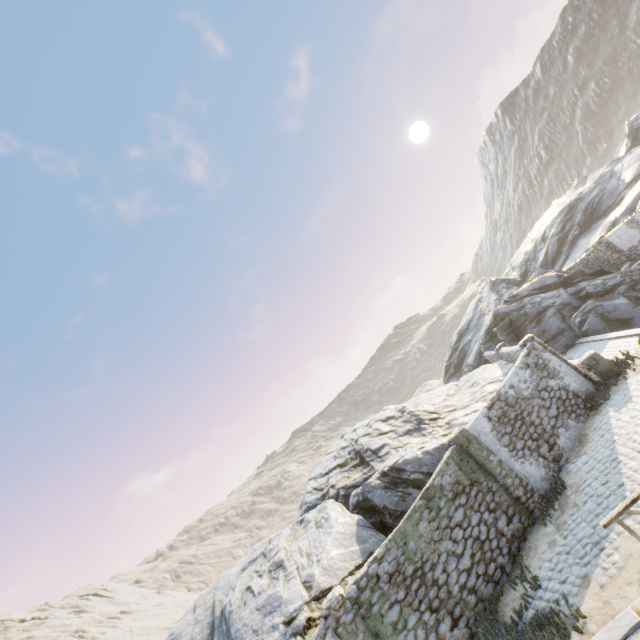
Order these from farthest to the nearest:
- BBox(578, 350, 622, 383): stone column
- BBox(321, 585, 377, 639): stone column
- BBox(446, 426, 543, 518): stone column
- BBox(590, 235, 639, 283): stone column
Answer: BBox(590, 235, 639, 283): stone column → BBox(578, 350, 622, 383): stone column → BBox(446, 426, 543, 518): stone column → BBox(321, 585, 377, 639): stone column

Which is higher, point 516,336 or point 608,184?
point 608,184

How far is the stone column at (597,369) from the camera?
12.5m

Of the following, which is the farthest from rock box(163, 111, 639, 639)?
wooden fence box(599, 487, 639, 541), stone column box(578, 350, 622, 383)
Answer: wooden fence box(599, 487, 639, 541)

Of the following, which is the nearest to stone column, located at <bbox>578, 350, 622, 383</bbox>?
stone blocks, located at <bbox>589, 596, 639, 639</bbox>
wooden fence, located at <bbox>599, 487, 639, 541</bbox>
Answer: stone blocks, located at <bbox>589, 596, 639, 639</bbox>

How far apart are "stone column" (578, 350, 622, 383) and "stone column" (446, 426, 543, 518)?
5.1 meters

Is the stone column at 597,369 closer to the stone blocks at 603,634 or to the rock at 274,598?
the stone blocks at 603,634

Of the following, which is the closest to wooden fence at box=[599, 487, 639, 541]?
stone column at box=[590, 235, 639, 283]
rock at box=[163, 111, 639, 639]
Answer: rock at box=[163, 111, 639, 639]
